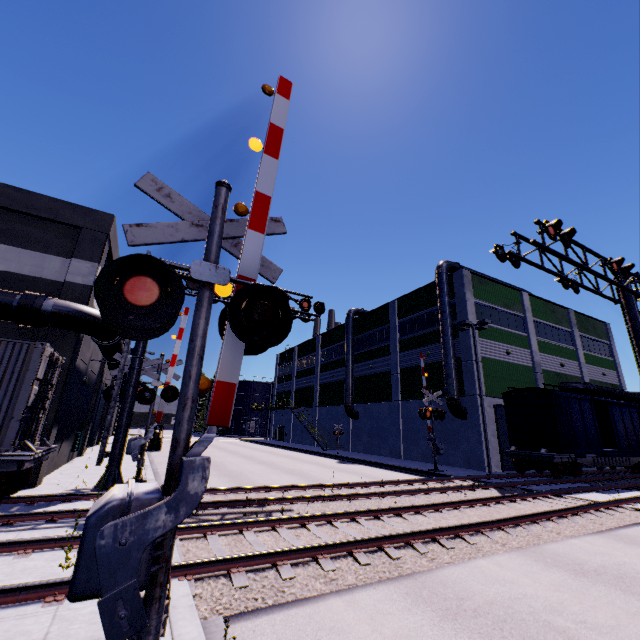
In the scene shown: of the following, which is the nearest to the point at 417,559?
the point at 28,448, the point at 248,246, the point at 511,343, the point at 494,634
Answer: the point at 494,634

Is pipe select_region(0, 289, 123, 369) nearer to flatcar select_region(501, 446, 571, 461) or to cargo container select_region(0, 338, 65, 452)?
cargo container select_region(0, 338, 65, 452)

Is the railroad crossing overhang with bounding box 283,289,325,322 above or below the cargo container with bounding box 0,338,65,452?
above

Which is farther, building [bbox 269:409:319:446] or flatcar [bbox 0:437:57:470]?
building [bbox 269:409:319:446]

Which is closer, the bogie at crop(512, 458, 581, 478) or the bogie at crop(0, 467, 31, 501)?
the bogie at crop(0, 467, 31, 501)

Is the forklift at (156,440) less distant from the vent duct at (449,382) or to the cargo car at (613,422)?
the vent duct at (449,382)

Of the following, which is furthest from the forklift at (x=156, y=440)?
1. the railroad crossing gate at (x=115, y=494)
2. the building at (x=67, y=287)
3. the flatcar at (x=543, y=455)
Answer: the railroad crossing gate at (x=115, y=494)

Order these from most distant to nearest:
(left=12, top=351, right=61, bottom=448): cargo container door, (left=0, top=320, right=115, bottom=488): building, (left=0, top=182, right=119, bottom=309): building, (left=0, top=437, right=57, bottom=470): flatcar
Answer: (left=0, top=182, right=119, bottom=309): building < (left=0, top=320, right=115, bottom=488): building < (left=12, top=351, right=61, bottom=448): cargo container door < (left=0, top=437, right=57, bottom=470): flatcar
